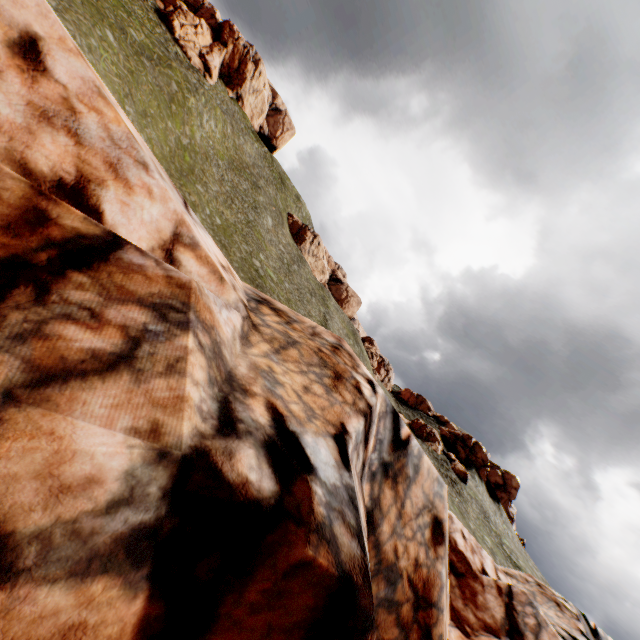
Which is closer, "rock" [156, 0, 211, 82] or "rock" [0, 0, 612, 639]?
"rock" [0, 0, 612, 639]

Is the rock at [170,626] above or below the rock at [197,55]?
below

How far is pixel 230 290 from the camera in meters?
4.8

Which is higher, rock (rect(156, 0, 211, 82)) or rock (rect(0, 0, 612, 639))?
rock (rect(156, 0, 211, 82))

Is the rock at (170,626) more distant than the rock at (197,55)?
No
